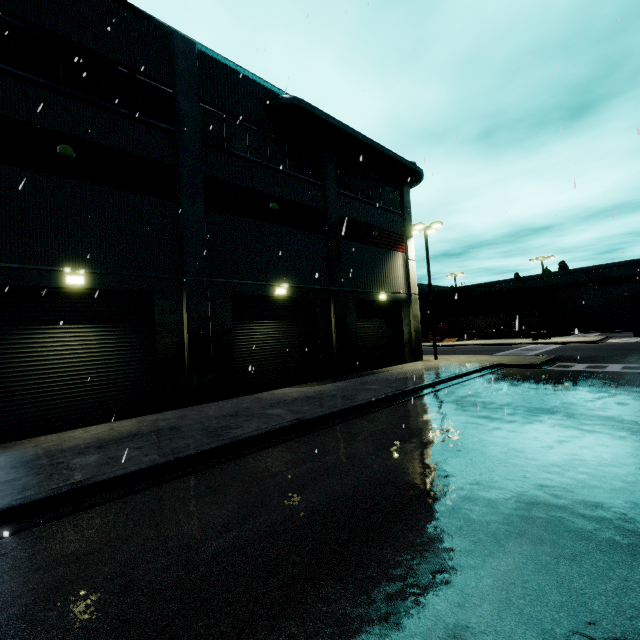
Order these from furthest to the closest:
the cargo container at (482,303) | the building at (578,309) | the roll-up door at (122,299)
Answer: the cargo container at (482,303) → the building at (578,309) → the roll-up door at (122,299)

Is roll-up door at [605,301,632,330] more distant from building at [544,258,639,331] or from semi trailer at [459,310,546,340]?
semi trailer at [459,310,546,340]

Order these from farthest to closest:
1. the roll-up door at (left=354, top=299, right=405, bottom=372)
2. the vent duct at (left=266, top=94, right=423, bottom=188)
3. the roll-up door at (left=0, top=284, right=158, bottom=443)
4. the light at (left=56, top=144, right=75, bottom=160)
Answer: the roll-up door at (left=354, top=299, right=405, bottom=372) < the vent duct at (left=266, top=94, right=423, bottom=188) < the light at (left=56, top=144, right=75, bottom=160) < the roll-up door at (left=0, top=284, right=158, bottom=443)

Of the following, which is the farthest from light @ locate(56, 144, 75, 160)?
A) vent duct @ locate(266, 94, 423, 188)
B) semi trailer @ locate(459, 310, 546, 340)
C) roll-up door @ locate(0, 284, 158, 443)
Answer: vent duct @ locate(266, 94, 423, 188)

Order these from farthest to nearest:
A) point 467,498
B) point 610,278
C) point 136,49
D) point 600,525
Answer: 1. point 610,278
2. point 136,49
3. point 467,498
4. point 600,525

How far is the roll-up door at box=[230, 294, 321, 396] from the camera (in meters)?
14.28

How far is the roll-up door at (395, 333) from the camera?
19.8m
